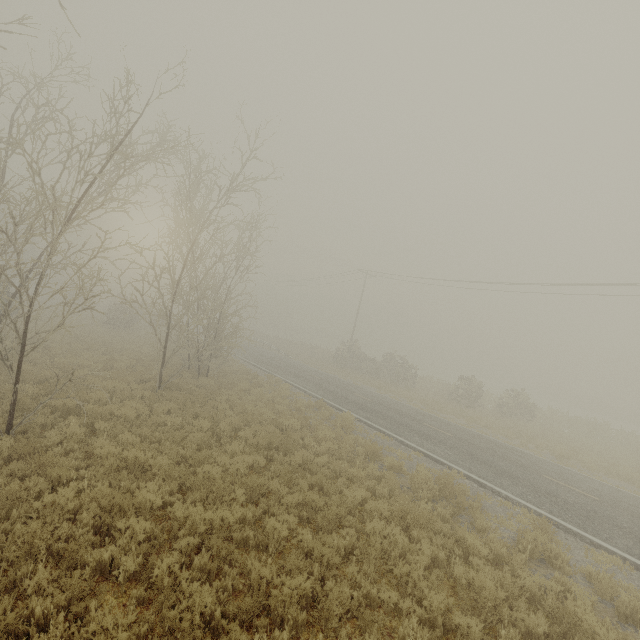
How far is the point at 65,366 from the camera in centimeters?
1437cm
